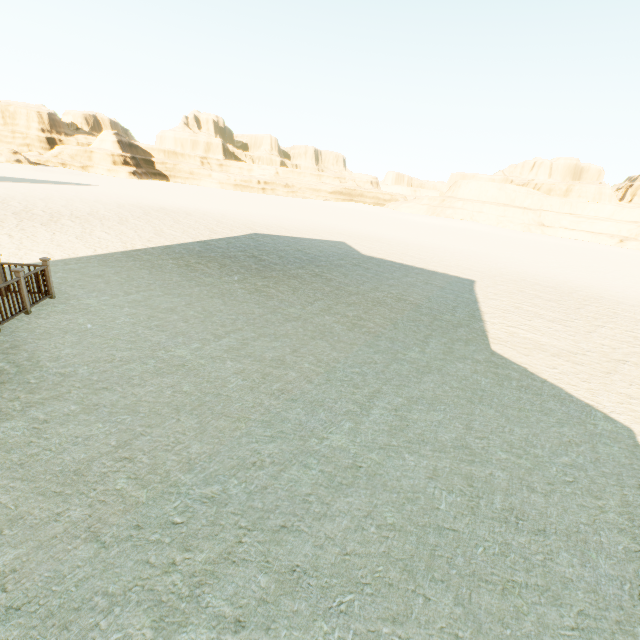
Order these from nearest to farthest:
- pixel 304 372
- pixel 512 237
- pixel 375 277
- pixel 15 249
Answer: pixel 304 372 → pixel 15 249 → pixel 375 277 → pixel 512 237
